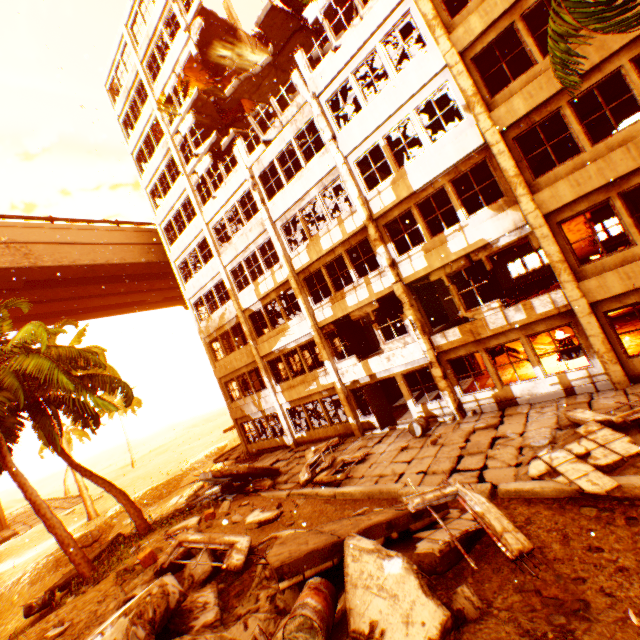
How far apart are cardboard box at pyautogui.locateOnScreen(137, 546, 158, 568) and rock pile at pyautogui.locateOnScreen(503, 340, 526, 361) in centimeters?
1549cm

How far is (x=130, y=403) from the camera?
16.3m

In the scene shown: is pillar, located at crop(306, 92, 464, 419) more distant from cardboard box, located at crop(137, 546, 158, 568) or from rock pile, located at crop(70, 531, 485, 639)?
cardboard box, located at crop(137, 546, 158, 568)

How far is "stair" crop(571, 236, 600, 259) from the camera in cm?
2295

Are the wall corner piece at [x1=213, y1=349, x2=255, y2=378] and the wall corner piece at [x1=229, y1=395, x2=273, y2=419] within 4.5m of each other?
yes

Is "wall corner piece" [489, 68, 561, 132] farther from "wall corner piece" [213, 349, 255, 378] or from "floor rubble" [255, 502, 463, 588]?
"wall corner piece" [213, 349, 255, 378]

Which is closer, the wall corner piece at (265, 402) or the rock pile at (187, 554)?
the rock pile at (187, 554)

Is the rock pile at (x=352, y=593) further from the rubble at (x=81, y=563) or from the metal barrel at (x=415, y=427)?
the metal barrel at (x=415, y=427)
